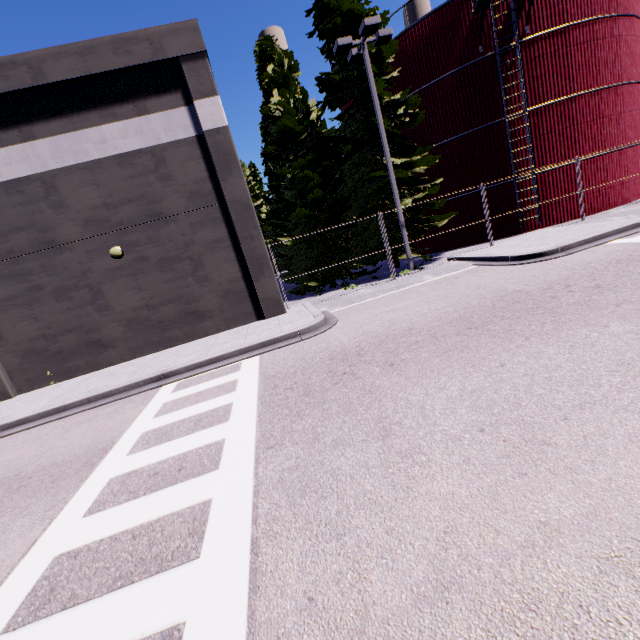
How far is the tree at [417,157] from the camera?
15.1 meters

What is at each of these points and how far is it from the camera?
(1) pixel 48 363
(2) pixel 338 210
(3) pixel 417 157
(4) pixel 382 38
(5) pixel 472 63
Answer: (1) building, 12.60m
(2) tree, 16.72m
(3) tree, 17.30m
(4) light, 13.34m
(5) silo, 16.45m

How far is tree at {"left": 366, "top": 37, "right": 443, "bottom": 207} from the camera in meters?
15.1 m

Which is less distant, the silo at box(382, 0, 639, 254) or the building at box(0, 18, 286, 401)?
the building at box(0, 18, 286, 401)

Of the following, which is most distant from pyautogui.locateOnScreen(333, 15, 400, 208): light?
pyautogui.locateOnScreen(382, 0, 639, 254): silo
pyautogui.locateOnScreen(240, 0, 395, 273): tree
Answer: pyautogui.locateOnScreen(382, 0, 639, 254): silo

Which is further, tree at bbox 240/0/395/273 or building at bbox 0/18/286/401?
tree at bbox 240/0/395/273

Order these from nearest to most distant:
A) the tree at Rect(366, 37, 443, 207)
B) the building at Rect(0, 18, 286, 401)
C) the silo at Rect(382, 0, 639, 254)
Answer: the building at Rect(0, 18, 286, 401) → the tree at Rect(366, 37, 443, 207) → the silo at Rect(382, 0, 639, 254)

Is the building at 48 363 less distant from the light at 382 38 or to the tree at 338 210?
the tree at 338 210
